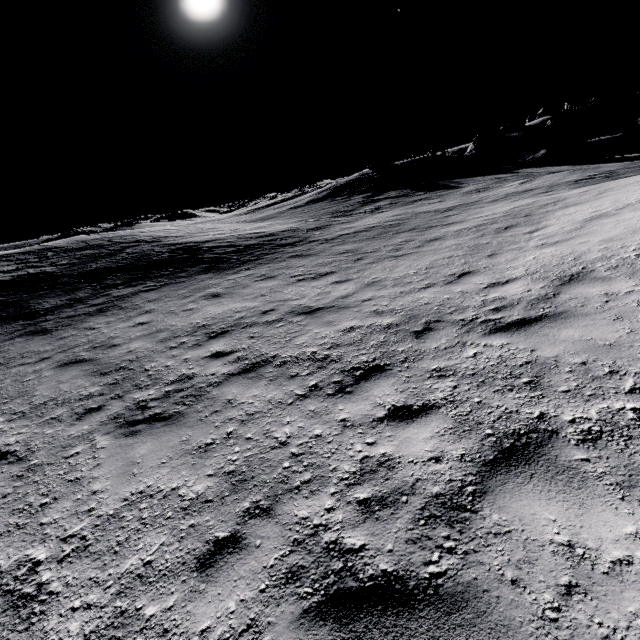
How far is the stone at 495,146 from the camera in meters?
31.8 m

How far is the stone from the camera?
31.8m

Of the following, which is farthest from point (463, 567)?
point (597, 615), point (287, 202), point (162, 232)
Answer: point (287, 202)
